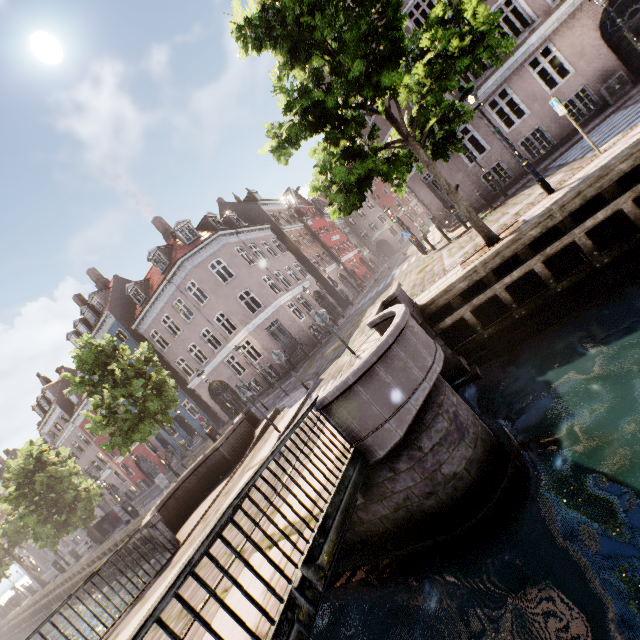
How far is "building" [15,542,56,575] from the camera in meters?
51.2

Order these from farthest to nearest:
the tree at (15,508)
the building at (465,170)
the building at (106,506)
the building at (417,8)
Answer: the building at (106,506)
the tree at (15,508)
the building at (465,170)
the building at (417,8)

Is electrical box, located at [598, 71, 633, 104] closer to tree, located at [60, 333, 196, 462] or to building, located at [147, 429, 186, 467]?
building, located at [147, 429, 186, 467]

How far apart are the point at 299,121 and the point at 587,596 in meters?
9.7 m

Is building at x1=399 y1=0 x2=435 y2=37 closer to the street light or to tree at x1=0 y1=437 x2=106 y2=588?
tree at x1=0 y1=437 x2=106 y2=588

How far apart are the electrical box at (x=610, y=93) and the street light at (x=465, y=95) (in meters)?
9.06

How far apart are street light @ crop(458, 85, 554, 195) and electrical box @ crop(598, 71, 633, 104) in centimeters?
906cm
